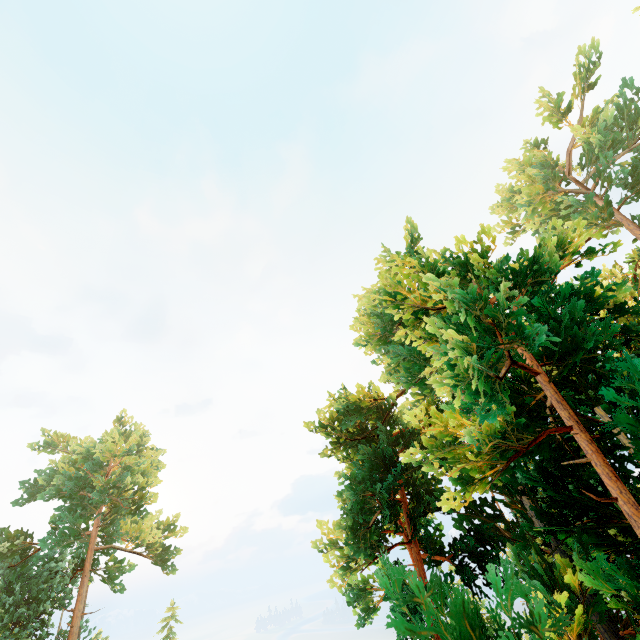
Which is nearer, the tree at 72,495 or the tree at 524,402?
the tree at 524,402

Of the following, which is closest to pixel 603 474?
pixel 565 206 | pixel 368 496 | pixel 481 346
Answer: pixel 481 346

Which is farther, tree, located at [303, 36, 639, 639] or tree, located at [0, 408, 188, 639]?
tree, located at [0, 408, 188, 639]
